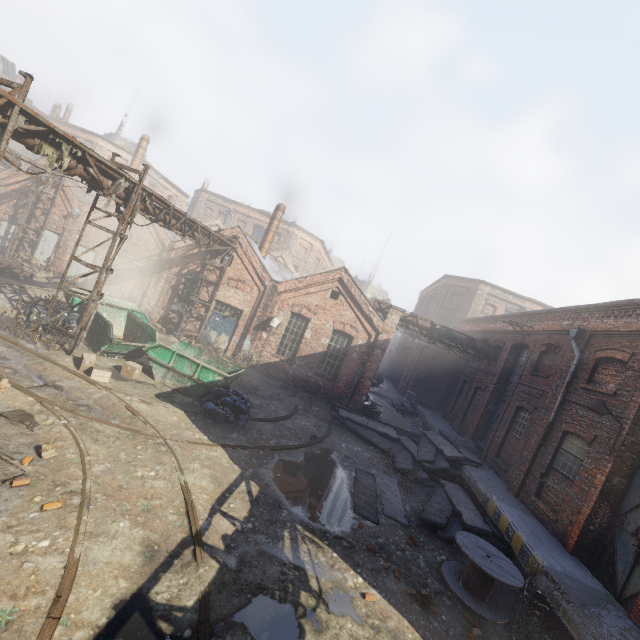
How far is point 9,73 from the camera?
36.06m

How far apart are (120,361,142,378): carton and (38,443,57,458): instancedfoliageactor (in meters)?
4.97

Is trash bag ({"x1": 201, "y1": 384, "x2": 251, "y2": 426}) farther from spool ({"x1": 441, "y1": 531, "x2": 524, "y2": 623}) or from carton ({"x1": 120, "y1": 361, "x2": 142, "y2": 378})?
spool ({"x1": 441, "y1": 531, "x2": 524, "y2": 623})

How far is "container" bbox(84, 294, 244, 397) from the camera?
11.9m

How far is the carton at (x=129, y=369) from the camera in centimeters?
1137cm

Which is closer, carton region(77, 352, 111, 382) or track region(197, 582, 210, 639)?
track region(197, 582, 210, 639)

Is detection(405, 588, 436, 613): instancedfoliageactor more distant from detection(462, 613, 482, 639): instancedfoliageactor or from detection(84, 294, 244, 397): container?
detection(84, 294, 244, 397): container

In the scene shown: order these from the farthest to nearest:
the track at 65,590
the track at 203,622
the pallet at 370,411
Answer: the pallet at 370,411
the track at 203,622
the track at 65,590
